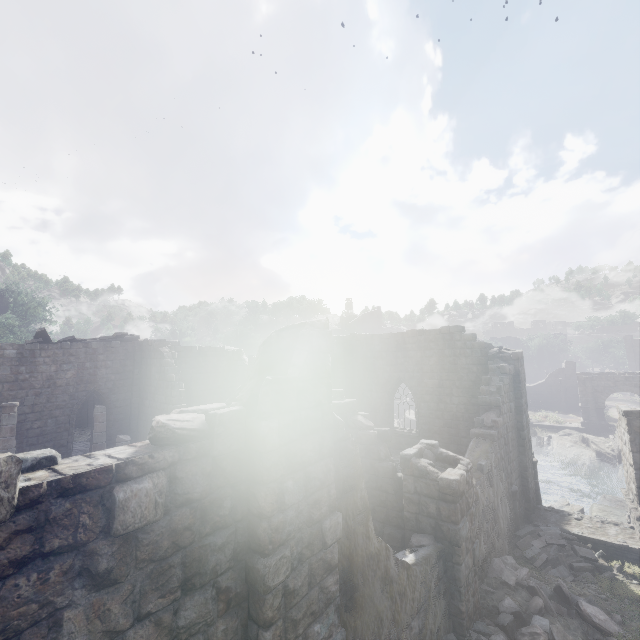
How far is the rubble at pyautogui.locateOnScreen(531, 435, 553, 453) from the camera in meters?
34.0 m

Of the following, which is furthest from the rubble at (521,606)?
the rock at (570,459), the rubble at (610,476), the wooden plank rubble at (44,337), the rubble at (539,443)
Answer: the rubble at (539,443)

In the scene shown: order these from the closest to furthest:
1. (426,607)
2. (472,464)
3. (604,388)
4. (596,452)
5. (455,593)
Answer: (426,607), (455,593), (472,464), (596,452), (604,388)

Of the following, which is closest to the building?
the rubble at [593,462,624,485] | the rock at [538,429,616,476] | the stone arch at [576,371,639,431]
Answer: the stone arch at [576,371,639,431]

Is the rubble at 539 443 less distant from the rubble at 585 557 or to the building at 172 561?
the building at 172 561

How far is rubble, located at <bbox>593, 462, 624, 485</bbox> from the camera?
26.80m

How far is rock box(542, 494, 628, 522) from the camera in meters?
18.2 m

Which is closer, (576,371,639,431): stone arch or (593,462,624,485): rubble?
(593,462,624,485): rubble
